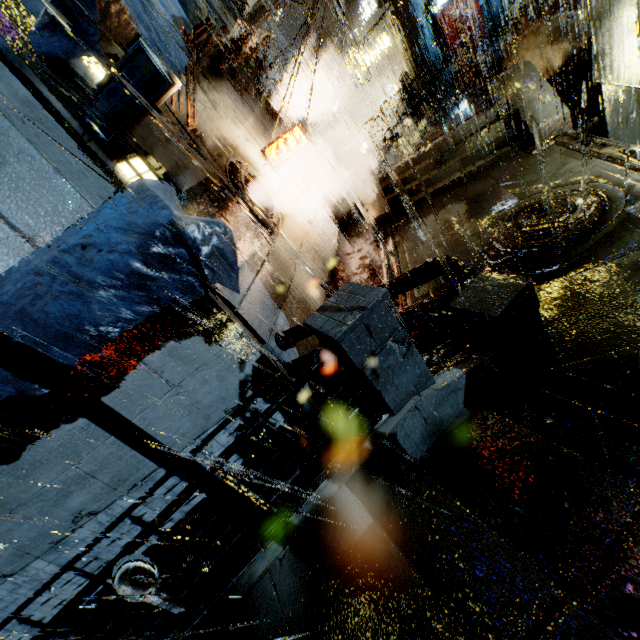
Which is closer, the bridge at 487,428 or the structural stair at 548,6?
the bridge at 487,428

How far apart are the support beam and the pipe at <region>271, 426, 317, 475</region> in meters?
19.0 m

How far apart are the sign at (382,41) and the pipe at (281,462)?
32.70m

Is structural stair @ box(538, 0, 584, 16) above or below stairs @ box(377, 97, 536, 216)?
above

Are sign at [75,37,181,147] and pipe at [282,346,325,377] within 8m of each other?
yes

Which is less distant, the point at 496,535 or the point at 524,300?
the point at 496,535

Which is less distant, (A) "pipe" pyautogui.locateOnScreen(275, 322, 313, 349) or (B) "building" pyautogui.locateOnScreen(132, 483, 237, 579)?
(B) "building" pyautogui.locateOnScreen(132, 483, 237, 579)

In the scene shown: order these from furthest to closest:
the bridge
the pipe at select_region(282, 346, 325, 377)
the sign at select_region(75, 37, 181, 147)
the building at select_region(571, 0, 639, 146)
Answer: the building at select_region(571, 0, 639, 146), the pipe at select_region(282, 346, 325, 377), the sign at select_region(75, 37, 181, 147), the bridge
